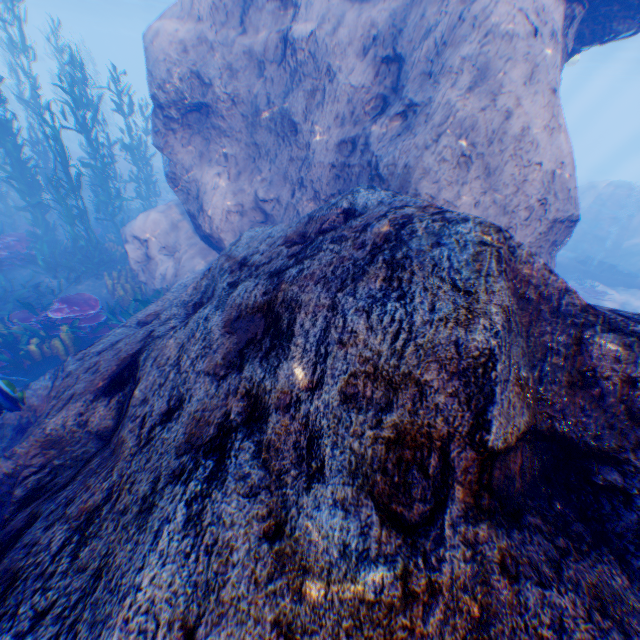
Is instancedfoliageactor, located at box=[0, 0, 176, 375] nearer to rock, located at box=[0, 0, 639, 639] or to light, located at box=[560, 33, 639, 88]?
rock, located at box=[0, 0, 639, 639]

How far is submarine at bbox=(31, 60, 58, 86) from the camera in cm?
4609

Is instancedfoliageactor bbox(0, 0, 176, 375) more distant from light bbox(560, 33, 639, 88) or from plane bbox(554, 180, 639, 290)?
plane bbox(554, 180, 639, 290)

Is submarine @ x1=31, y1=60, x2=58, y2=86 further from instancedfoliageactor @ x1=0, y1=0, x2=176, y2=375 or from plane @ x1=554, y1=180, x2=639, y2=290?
plane @ x1=554, y1=180, x2=639, y2=290

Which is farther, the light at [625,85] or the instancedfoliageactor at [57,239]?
the light at [625,85]

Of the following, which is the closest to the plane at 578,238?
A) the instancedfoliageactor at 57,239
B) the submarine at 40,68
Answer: the instancedfoliageactor at 57,239

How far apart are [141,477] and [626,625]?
2.7 meters

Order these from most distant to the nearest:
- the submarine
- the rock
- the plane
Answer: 1. the submarine
2. the plane
3. the rock
